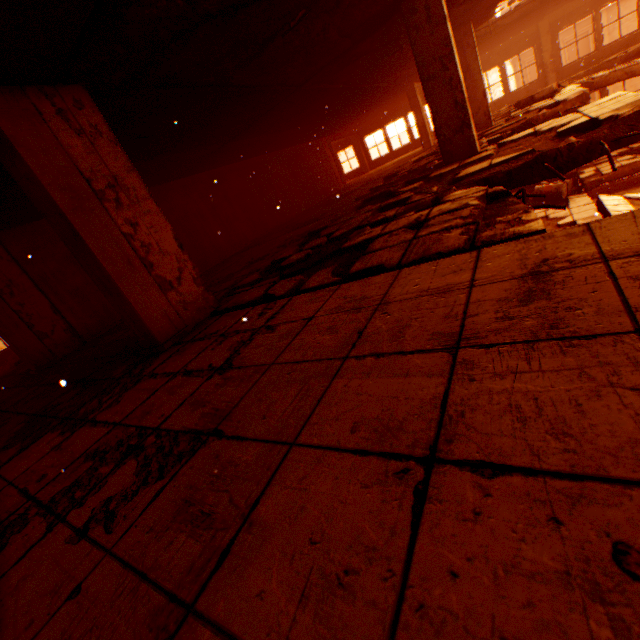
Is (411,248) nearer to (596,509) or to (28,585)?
(596,509)

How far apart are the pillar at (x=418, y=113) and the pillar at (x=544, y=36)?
6.3m

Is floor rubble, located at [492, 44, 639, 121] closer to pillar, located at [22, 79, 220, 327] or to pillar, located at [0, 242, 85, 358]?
pillar, located at [22, 79, 220, 327]

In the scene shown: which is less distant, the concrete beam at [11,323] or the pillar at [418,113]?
the concrete beam at [11,323]

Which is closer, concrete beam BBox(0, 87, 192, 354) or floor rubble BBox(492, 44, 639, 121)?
concrete beam BBox(0, 87, 192, 354)

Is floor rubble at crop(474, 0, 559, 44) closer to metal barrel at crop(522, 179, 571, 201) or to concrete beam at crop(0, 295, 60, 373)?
metal barrel at crop(522, 179, 571, 201)

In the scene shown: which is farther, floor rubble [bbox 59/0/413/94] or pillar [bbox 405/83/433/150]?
pillar [bbox 405/83/433/150]

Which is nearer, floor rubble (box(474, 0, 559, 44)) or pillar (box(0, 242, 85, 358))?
pillar (box(0, 242, 85, 358))
